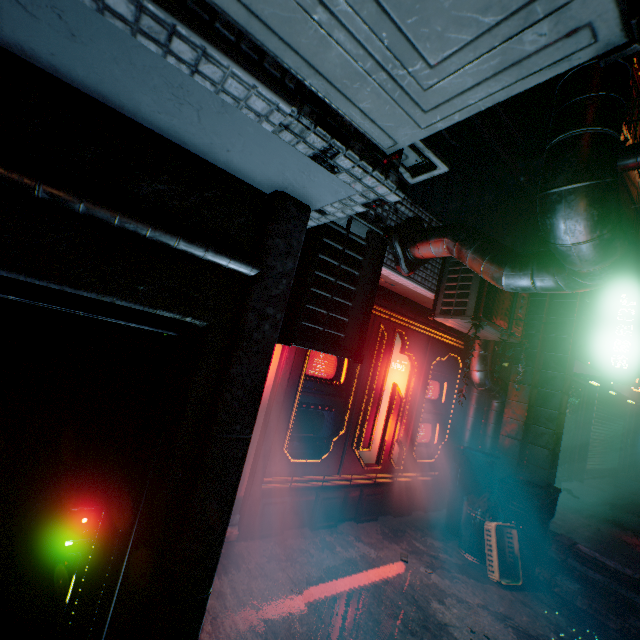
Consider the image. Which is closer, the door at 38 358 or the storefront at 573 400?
the door at 38 358

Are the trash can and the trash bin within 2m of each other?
yes

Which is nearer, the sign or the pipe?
the pipe

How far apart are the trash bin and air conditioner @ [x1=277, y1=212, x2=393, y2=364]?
2.9 meters

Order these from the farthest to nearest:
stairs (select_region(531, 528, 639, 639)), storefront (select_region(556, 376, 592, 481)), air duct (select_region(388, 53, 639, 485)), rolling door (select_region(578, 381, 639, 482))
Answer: rolling door (select_region(578, 381, 639, 482))
storefront (select_region(556, 376, 592, 481))
stairs (select_region(531, 528, 639, 639))
air duct (select_region(388, 53, 639, 485))

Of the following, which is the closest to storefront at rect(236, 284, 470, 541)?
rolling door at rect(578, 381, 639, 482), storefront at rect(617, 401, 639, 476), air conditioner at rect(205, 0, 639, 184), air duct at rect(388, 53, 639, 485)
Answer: air duct at rect(388, 53, 639, 485)

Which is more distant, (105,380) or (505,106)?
(505,106)

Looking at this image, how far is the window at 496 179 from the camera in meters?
4.1 m
